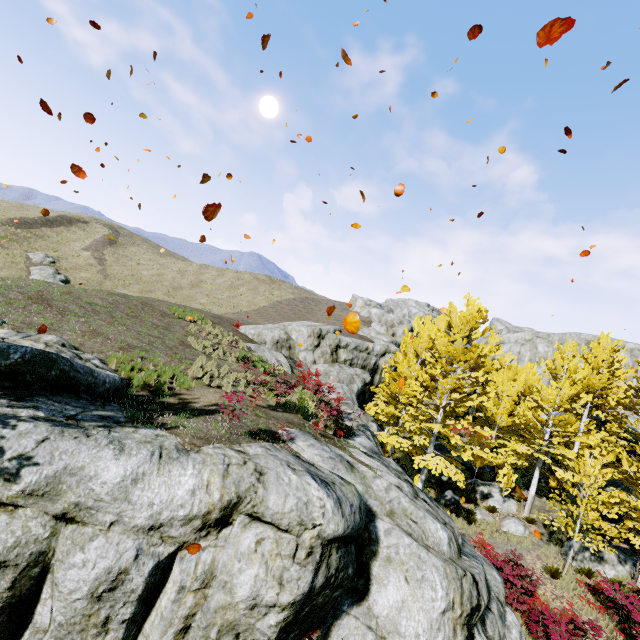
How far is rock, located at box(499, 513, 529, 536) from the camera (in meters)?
16.81

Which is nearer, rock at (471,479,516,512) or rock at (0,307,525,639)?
rock at (0,307,525,639)

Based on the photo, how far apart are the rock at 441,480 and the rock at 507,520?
3.1m

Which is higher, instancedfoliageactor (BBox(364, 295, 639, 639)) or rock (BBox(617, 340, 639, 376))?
rock (BBox(617, 340, 639, 376))

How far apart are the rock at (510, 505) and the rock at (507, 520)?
1.1 meters

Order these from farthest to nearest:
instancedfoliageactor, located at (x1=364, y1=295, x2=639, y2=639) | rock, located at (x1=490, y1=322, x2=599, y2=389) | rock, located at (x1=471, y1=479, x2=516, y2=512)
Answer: rock, located at (x1=490, y1=322, x2=599, y2=389), rock, located at (x1=471, y1=479, x2=516, y2=512), instancedfoliageactor, located at (x1=364, y1=295, x2=639, y2=639)

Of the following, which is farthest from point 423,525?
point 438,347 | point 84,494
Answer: point 438,347

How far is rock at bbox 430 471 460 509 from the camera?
18.9 meters
